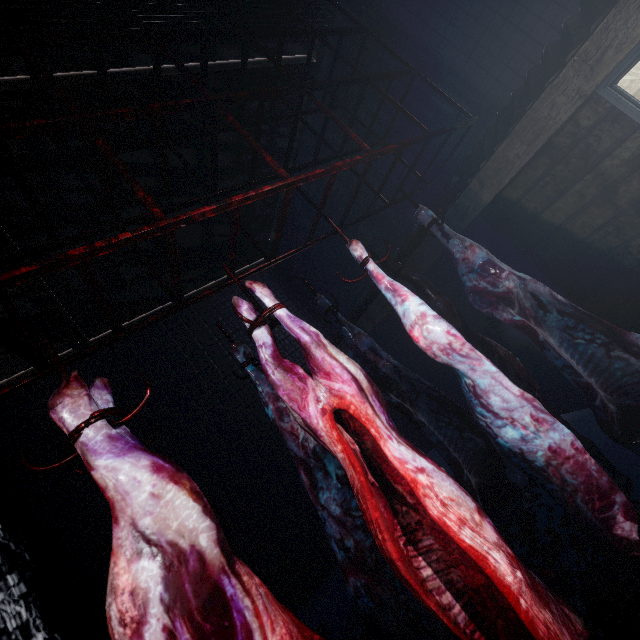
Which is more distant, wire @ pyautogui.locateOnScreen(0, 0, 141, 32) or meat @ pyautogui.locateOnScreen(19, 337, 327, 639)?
wire @ pyautogui.locateOnScreen(0, 0, 141, 32)

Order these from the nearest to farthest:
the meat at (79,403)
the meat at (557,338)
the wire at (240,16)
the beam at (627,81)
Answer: the meat at (79,403)
the meat at (557,338)
the wire at (240,16)
the beam at (627,81)

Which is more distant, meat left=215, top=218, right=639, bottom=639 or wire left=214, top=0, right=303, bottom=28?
wire left=214, top=0, right=303, bottom=28

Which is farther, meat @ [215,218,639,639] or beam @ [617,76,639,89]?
beam @ [617,76,639,89]

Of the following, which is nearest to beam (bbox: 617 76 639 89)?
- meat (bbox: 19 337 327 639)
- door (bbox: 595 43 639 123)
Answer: door (bbox: 595 43 639 123)

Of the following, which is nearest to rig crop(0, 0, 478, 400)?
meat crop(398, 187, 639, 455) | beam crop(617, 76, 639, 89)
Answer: meat crop(398, 187, 639, 455)

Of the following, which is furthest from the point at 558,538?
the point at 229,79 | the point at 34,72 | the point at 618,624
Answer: the point at 229,79

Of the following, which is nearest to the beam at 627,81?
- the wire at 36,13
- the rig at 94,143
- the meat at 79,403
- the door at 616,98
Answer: the door at 616,98
